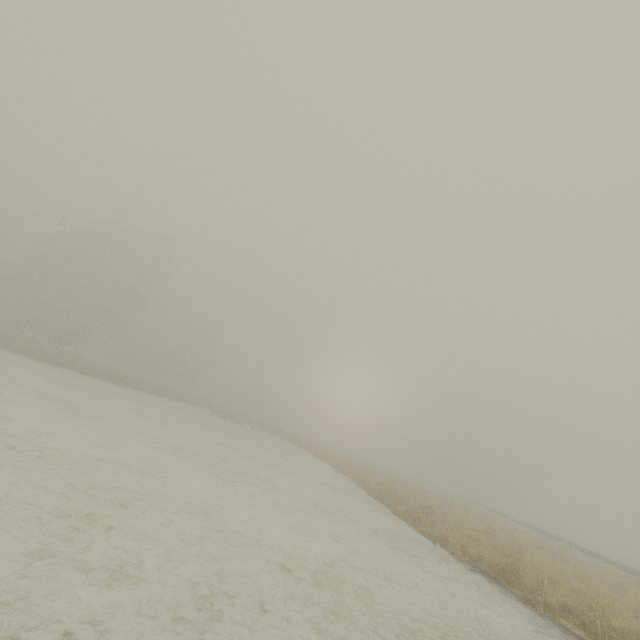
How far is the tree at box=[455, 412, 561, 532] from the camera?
52.2m

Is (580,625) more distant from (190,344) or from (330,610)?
(190,344)

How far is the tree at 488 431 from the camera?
52.2m
